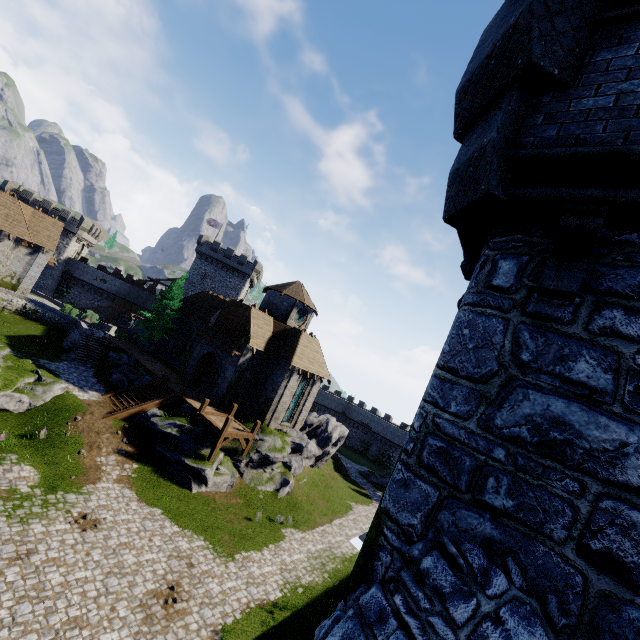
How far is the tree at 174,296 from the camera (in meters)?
35.16

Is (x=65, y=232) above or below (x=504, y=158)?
below

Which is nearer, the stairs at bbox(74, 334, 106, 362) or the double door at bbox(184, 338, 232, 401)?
the double door at bbox(184, 338, 232, 401)

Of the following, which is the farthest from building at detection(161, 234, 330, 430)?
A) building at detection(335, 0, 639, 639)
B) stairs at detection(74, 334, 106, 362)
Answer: building at detection(335, 0, 639, 639)

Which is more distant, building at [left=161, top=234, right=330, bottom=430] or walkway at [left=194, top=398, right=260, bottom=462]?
building at [left=161, top=234, right=330, bottom=430]

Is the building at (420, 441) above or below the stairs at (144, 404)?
above

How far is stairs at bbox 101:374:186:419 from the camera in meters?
22.8 m

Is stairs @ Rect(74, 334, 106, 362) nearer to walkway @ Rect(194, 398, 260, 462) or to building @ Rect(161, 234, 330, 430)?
building @ Rect(161, 234, 330, 430)
